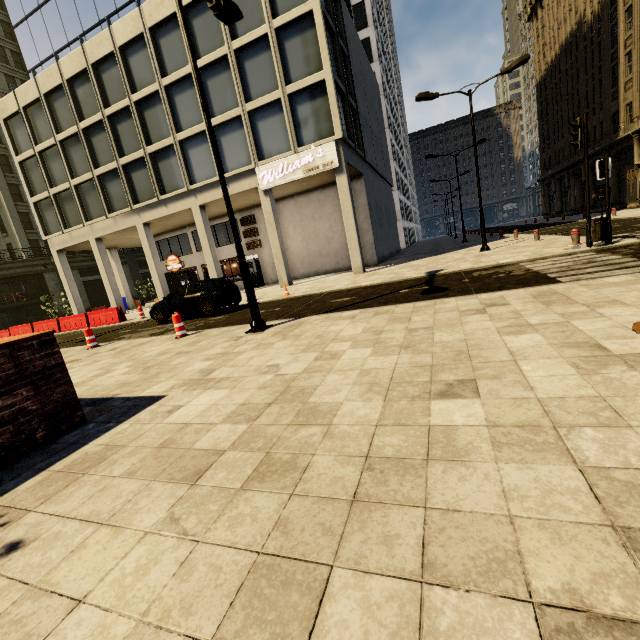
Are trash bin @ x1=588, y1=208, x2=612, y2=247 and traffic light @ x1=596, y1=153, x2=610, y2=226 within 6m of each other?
yes

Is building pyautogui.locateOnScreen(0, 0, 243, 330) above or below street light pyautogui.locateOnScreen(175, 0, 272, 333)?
above

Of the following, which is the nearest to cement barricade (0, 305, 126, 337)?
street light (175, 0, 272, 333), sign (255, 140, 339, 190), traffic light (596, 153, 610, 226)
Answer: sign (255, 140, 339, 190)

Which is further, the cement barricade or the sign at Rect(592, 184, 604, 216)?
the cement barricade

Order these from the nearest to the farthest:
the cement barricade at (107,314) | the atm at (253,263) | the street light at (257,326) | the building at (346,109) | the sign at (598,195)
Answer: the street light at (257,326) < the sign at (598,195) < the building at (346,109) < the cement barricade at (107,314) < the atm at (253,263)

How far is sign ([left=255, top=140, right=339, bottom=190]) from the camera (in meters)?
16.70

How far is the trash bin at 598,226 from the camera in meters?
9.7 m

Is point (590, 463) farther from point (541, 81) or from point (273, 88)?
point (541, 81)
